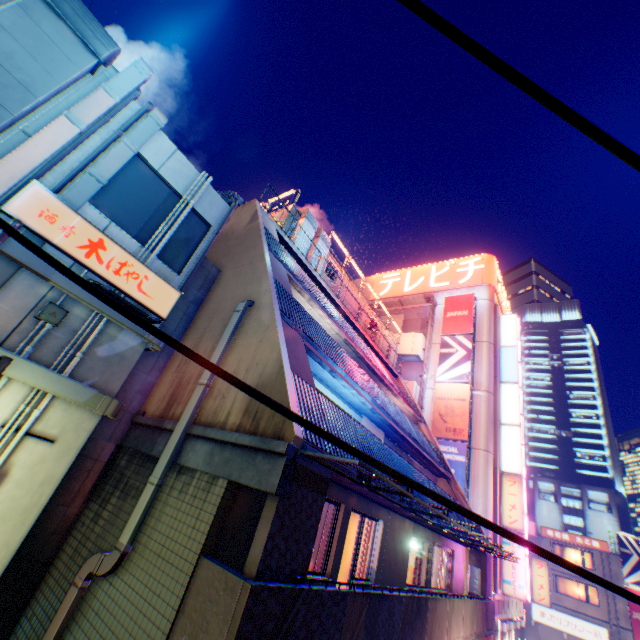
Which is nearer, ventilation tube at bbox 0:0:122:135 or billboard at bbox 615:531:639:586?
ventilation tube at bbox 0:0:122:135

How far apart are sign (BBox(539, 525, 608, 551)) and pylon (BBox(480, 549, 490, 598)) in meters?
29.0 m

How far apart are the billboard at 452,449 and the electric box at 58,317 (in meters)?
23.63

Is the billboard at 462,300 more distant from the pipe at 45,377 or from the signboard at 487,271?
Answer: the pipe at 45,377

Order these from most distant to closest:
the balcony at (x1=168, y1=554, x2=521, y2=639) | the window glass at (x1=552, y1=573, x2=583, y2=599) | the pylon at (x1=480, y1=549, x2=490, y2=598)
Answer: the window glass at (x1=552, y1=573, x2=583, y2=599), the pylon at (x1=480, y1=549, x2=490, y2=598), the balcony at (x1=168, y1=554, x2=521, y2=639)

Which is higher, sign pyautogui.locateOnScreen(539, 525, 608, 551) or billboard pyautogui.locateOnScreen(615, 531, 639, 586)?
sign pyautogui.locateOnScreen(539, 525, 608, 551)

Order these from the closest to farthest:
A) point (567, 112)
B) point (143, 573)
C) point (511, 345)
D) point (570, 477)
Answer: point (567, 112) → point (143, 573) → point (511, 345) → point (570, 477)

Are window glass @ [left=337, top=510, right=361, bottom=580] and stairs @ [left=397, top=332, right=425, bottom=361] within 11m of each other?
no
